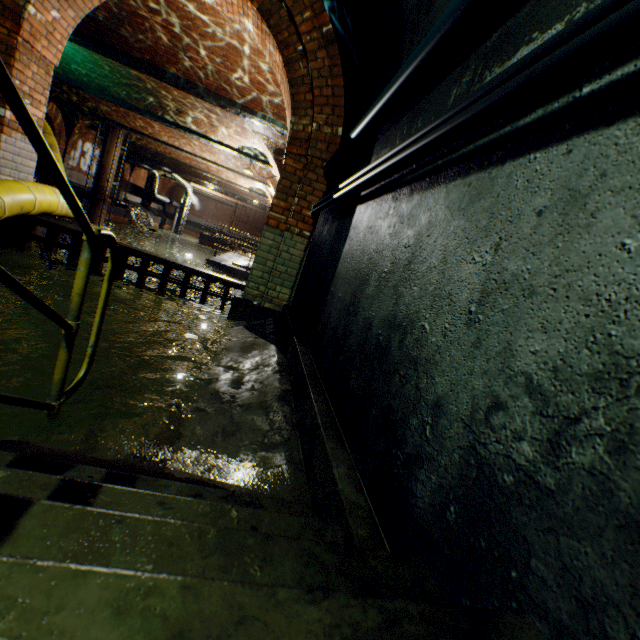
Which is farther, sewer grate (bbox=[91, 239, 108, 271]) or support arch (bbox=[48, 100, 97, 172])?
support arch (bbox=[48, 100, 97, 172])

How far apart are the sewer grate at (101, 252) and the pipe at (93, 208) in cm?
1799

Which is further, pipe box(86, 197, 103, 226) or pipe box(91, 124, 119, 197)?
pipe box(86, 197, 103, 226)

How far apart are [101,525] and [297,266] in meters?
4.1 m

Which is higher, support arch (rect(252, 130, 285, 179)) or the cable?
support arch (rect(252, 130, 285, 179))

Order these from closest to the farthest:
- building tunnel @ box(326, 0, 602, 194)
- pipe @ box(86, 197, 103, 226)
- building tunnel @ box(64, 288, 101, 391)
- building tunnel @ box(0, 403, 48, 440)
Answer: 1. building tunnel @ box(326, 0, 602, 194)
2. building tunnel @ box(0, 403, 48, 440)
3. building tunnel @ box(64, 288, 101, 391)
4. pipe @ box(86, 197, 103, 226)

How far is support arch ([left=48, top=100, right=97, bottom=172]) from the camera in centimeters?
1898cm
